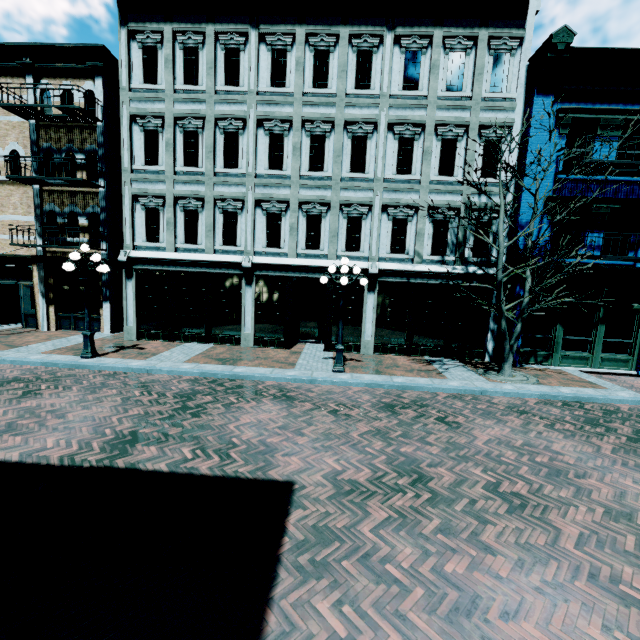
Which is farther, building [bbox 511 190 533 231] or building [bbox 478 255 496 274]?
building [bbox 478 255 496 274]

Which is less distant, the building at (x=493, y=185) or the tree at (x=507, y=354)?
the tree at (x=507, y=354)

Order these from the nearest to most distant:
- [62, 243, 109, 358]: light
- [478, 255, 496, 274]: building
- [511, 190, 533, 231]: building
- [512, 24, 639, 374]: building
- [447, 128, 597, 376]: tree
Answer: [447, 128, 597, 376]: tree, [62, 243, 109, 358]: light, [512, 24, 639, 374]: building, [511, 190, 533, 231]: building, [478, 255, 496, 274]: building

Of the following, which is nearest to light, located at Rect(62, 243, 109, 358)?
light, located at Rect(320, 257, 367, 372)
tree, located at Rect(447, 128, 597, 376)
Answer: light, located at Rect(320, 257, 367, 372)

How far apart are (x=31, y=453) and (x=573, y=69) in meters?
18.3

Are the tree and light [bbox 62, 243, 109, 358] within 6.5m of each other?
no

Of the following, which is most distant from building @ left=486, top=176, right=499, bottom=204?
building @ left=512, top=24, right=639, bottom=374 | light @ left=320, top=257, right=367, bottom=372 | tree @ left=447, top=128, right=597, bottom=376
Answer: light @ left=320, top=257, right=367, bottom=372

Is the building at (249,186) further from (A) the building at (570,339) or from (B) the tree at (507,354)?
(B) the tree at (507,354)
